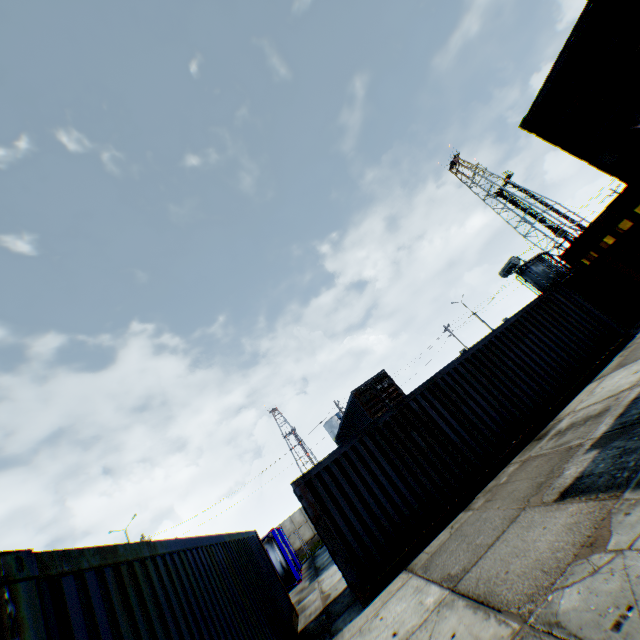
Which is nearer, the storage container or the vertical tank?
the storage container

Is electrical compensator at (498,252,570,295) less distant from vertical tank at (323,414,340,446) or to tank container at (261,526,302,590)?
tank container at (261,526,302,590)

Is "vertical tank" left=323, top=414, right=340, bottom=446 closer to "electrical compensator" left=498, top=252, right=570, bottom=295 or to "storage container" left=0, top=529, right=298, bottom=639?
"electrical compensator" left=498, top=252, right=570, bottom=295

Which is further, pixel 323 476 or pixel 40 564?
pixel 323 476

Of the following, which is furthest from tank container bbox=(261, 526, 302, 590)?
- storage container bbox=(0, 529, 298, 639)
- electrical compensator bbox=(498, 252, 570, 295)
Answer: electrical compensator bbox=(498, 252, 570, 295)

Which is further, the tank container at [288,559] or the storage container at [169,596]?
the tank container at [288,559]

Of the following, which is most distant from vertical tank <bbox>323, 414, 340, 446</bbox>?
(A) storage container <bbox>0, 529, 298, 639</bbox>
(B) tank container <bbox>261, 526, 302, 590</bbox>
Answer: (A) storage container <bbox>0, 529, 298, 639</bbox>

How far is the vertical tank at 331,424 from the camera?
55.38m
